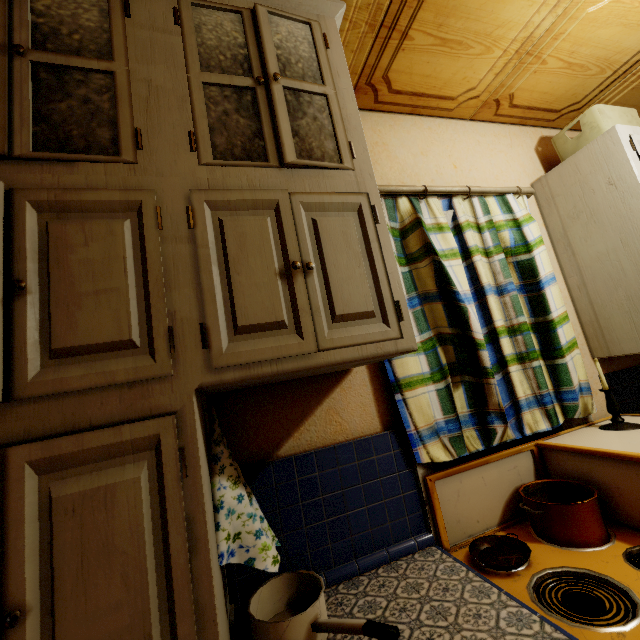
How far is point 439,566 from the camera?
1.12m

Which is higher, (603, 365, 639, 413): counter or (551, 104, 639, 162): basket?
(551, 104, 639, 162): basket

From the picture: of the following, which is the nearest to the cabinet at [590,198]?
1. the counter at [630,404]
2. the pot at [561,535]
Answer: the counter at [630,404]

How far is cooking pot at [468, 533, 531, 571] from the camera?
1.1m

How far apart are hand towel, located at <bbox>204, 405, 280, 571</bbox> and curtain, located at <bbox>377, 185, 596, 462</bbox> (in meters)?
0.65

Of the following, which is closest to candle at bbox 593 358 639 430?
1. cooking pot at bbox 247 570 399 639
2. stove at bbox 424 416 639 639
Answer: stove at bbox 424 416 639 639

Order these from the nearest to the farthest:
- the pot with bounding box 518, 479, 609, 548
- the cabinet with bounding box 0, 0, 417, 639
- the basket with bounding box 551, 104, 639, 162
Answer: the cabinet with bounding box 0, 0, 417, 639, the pot with bounding box 518, 479, 609, 548, the basket with bounding box 551, 104, 639, 162

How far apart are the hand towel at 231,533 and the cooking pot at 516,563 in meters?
0.7
